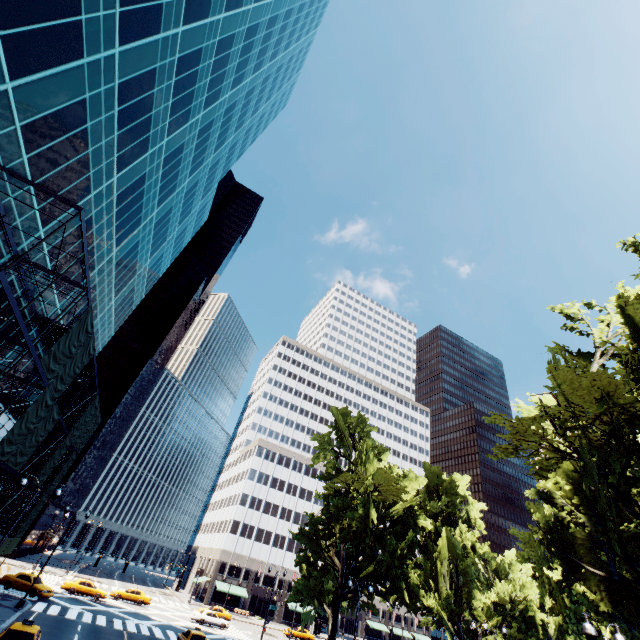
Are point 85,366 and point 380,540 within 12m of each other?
no

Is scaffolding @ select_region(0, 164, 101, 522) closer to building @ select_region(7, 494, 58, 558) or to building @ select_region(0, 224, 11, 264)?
building @ select_region(0, 224, 11, 264)

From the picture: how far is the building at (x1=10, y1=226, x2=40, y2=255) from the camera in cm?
1620

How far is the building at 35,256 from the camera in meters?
18.3

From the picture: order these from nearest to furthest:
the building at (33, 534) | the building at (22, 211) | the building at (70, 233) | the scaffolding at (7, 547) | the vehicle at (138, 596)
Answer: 1. the building at (22, 211)
2. the building at (70, 233)
3. the scaffolding at (7, 547)
4. the vehicle at (138, 596)
5. the building at (33, 534)

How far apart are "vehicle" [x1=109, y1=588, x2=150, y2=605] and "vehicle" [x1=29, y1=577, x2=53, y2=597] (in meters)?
12.41

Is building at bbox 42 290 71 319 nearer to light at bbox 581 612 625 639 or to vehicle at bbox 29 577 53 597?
vehicle at bbox 29 577 53 597
